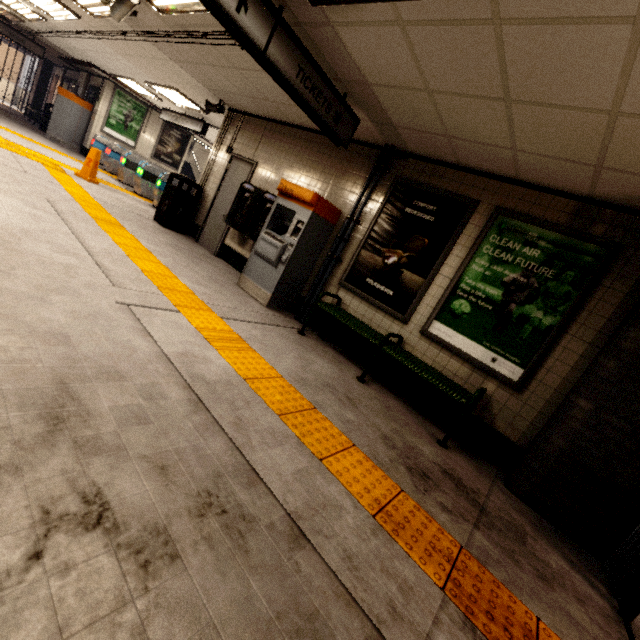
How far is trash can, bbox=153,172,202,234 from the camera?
7.0m

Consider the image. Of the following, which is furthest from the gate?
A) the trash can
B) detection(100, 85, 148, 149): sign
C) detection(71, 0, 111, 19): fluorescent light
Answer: detection(100, 85, 148, 149): sign

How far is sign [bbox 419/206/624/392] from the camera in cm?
337

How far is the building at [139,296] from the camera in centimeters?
289cm

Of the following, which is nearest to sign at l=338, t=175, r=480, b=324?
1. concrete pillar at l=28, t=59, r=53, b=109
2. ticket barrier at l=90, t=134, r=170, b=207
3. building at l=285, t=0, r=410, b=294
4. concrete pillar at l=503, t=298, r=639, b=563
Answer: building at l=285, t=0, r=410, b=294

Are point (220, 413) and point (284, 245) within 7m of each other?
yes

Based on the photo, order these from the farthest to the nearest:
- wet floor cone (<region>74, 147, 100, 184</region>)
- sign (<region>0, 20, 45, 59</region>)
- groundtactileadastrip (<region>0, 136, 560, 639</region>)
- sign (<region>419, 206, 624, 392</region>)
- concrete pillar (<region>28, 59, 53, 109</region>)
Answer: concrete pillar (<region>28, 59, 53, 109</region>)
sign (<region>0, 20, 45, 59</region>)
wet floor cone (<region>74, 147, 100, 184</region>)
sign (<region>419, 206, 624, 392</region>)
groundtactileadastrip (<region>0, 136, 560, 639</region>)

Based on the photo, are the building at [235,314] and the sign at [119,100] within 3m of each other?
no
